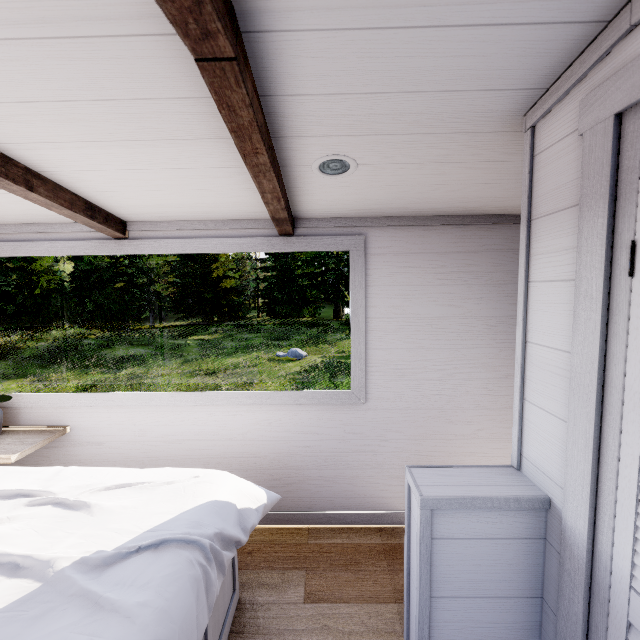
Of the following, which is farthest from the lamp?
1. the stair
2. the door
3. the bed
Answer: the stair

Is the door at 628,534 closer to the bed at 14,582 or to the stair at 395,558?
the stair at 395,558

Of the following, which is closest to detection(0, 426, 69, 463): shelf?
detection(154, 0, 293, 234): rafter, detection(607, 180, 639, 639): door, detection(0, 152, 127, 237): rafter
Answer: detection(0, 152, 127, 237): rafter

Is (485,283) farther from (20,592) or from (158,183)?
(20,592)

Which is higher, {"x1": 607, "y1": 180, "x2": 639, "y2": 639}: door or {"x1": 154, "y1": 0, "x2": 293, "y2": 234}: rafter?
{"x1": 154, "y1": 0, "x2": 293, "y2": 234}: rafter

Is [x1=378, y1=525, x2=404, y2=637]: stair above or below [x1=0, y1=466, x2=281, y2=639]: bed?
below

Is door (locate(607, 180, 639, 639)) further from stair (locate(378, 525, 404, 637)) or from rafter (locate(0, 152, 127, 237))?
rafter (locate(0, 152, 127, 237))

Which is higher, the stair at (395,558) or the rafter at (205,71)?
the rafter at (205,71)
